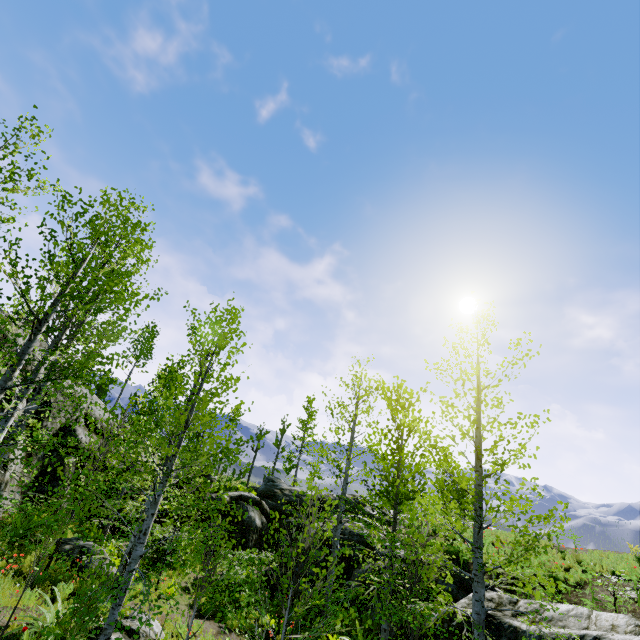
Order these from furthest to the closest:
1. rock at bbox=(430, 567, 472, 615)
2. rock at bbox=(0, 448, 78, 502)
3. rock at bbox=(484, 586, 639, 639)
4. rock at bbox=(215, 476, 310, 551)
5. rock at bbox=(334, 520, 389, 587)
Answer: rock at bbox=(215, 476, 310, 551) → rock at bbox=(334, 520, 389, 587) → rock at bbox=(0, 448, 78, 502) → rock at bbox=(430, 567, 472, 615) → rock at bbox=(484, 586, 639, 639)

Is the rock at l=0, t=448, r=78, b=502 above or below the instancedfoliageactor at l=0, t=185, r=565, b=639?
above

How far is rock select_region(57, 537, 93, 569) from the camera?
10.6 meters

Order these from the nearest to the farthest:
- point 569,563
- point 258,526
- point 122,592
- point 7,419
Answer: point 122,592 < point 7,419 < point 569,563 < point 258,526

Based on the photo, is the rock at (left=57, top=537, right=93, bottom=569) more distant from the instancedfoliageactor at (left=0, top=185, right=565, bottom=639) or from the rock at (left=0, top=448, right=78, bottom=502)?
the rock at (left=0, top=448, right=78, bottom=502)

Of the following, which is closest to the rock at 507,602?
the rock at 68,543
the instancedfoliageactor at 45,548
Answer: the instancedfoliageactor at 45,548

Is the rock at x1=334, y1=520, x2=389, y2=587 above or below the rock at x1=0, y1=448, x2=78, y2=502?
below
